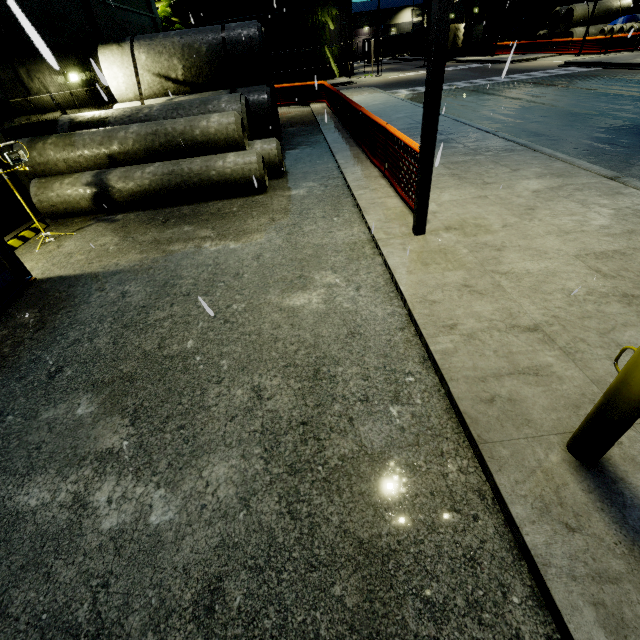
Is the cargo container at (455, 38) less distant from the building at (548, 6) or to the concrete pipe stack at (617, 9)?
the concrete pipe stack at (617, 9)

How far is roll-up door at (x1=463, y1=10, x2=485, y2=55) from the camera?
42.9 meters

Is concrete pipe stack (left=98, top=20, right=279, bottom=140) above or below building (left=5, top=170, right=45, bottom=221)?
above

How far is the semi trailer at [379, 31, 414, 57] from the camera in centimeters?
5234cm

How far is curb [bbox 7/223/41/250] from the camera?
7.1 meters

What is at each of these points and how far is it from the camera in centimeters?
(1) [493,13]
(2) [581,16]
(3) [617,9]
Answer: (1) building, 3978cm
(2) concrete pipe stack, 3130cm
(3) concrete pipe stack, 3120cm

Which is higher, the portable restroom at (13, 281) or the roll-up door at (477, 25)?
the roll-up door at (477, 25)

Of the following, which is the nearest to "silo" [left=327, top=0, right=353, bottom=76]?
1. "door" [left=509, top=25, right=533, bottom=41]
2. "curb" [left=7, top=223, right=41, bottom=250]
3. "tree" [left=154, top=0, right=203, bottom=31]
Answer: "tree" [left=154, top=0, right=203, bottom=31]
